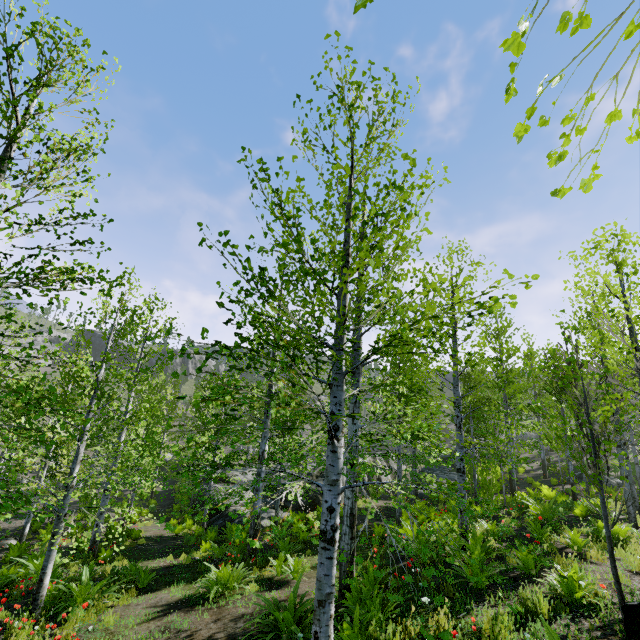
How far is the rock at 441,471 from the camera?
25.20m

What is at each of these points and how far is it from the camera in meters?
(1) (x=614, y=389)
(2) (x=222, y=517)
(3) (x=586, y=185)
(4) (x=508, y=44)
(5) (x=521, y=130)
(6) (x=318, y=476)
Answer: (1) instancedfoliageactor, 13.5
(2) rock, 17.3
(3) instancedfoliageactor, 1.7
(4) instancedfoliageactor, 1.2
(5) instancedfoliageactor, 1.4
(6) rock, 21.6

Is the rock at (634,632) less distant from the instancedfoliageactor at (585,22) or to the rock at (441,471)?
the instancedfoliageactor at (585,22)

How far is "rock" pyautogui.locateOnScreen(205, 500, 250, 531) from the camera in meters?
16.5

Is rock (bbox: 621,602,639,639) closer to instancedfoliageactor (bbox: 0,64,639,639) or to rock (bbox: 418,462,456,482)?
instancedfoliageactor (bbox: 0,64,639,639)

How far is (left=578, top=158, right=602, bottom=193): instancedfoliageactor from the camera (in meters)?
1.63

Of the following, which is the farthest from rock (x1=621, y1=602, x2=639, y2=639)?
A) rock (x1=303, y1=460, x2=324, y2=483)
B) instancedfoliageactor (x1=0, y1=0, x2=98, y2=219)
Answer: rock (x1=303, y1=460, x2=324, y2=483)
